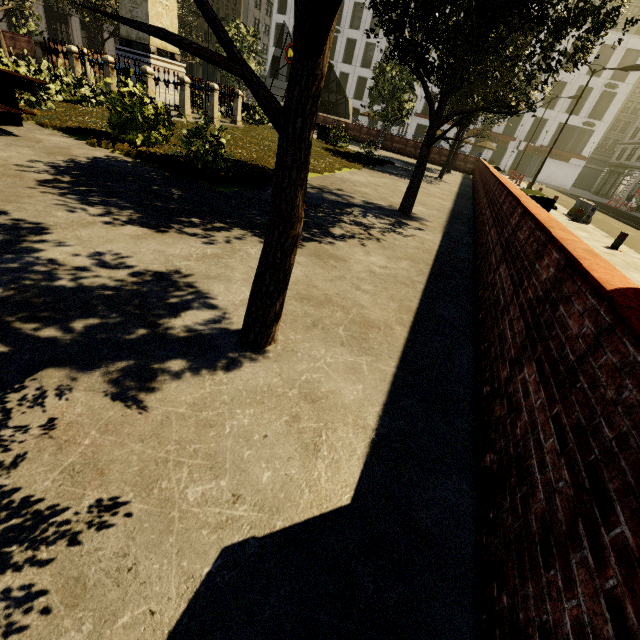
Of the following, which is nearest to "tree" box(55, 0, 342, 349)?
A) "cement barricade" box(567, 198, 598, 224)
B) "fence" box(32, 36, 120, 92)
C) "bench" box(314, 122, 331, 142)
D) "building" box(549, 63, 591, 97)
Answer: "fence" box(32, 36, 120, 92)

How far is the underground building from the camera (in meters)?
30.00

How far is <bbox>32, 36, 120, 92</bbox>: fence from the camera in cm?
1109

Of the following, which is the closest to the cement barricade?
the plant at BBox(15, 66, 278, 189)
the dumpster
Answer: the plant at BBox(15, 66, 278, 189)

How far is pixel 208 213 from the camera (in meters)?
4.68

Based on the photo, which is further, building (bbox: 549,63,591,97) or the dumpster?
building (bbox: 549,63,591,97)

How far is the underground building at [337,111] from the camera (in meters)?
30.00

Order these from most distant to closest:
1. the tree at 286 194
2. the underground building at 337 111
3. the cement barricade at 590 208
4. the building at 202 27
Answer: the building at 202 27
the underground building at 337 111
the cement barricade at 590 208
the tree at 286 194
